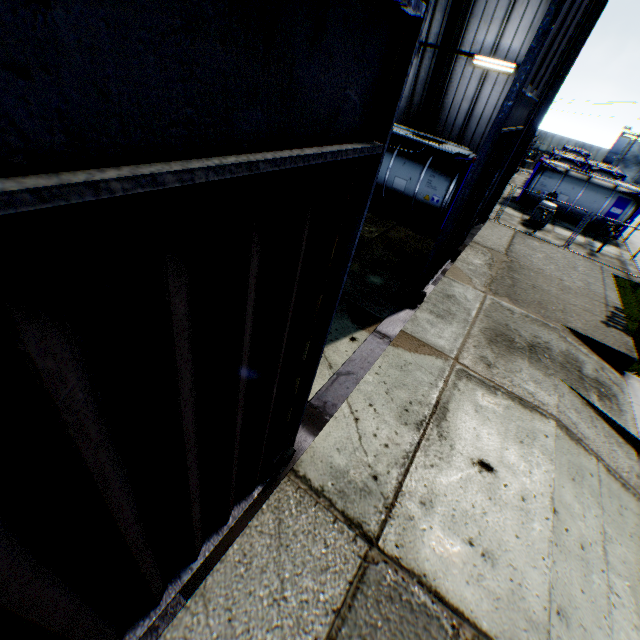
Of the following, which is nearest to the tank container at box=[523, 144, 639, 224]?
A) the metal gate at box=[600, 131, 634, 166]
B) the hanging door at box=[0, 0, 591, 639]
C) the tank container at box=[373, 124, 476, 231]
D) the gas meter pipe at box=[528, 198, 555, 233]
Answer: the gas meter pipe at box=[528, 198, 555, 233]

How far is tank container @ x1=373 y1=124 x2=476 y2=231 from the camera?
12.99m

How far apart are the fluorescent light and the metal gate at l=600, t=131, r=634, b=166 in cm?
6046

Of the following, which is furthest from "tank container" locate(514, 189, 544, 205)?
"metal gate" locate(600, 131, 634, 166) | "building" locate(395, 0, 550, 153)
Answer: "metal gate" locate(600, 131, 634, 166)

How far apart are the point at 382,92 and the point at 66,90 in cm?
177

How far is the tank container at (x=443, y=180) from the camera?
12.99m

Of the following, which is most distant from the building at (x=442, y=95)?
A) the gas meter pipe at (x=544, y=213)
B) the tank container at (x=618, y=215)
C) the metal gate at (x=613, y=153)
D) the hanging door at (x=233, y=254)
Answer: the metal gate at (x=613, y=153)

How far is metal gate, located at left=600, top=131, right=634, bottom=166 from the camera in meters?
51.8
